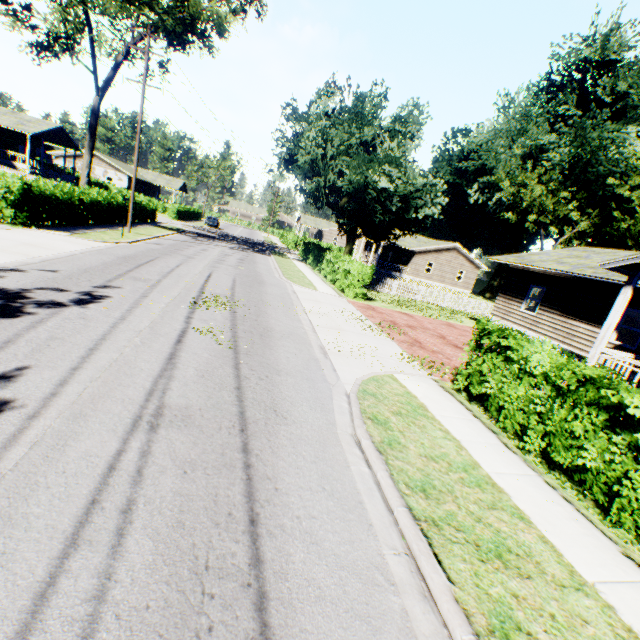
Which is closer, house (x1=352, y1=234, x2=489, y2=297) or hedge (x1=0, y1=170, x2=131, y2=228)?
hedge (x1=0, y1=170, x2=131, y2=228)

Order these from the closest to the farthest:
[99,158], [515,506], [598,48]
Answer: [515,506]
[598,48]
[99,158]

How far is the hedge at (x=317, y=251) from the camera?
19.0 meters

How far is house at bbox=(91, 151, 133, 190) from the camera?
50.5 meters

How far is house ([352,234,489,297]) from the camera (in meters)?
42.62

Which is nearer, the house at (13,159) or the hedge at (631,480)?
the hedge at (631,480)

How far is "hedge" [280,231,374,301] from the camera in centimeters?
1902cm

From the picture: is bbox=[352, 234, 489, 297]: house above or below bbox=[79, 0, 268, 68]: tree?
below
